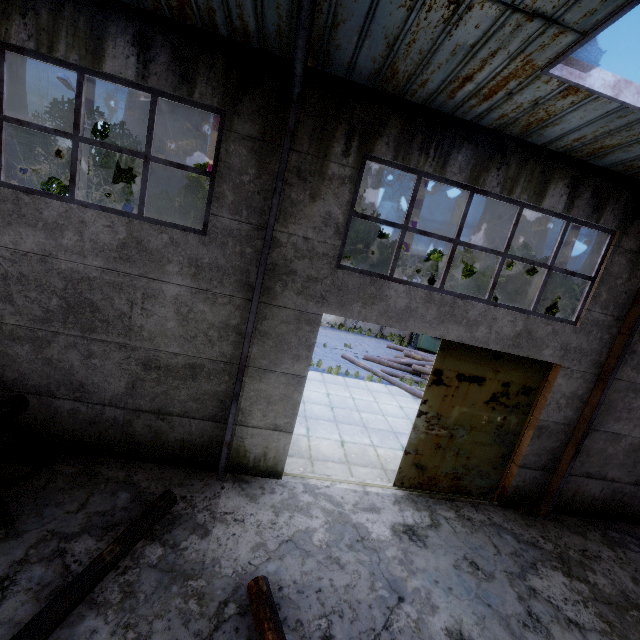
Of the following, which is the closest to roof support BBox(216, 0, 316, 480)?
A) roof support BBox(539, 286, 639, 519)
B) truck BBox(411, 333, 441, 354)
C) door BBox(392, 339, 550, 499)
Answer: door BBox(392, 339, 550, 499)

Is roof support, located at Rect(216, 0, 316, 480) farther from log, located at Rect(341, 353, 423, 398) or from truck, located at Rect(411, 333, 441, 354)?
truck, located at Rect(411, 333, 441, 354)

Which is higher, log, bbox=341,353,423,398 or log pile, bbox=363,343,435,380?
log pile, bbox=363,343,435,380

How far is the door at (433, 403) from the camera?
7.22m

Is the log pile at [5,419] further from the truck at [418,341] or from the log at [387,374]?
the truck at [418,341]

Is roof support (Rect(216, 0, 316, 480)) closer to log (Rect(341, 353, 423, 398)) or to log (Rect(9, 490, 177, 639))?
log (Rect(9, 490, 177, 639))

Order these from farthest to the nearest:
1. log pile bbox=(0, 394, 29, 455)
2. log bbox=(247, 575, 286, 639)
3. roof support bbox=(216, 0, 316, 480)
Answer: log pile bbox=(0, 394, 29, 455), log bbox=(247, 575, 286, 639), roof support bbox=(216, 0, 316, 480)

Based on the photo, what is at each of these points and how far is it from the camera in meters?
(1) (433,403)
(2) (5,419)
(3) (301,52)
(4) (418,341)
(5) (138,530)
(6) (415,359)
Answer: (1) door, 7.3 m
(2) log pile, 5.1 m
(3) roof support, 3.7 m
(4) truck, 21.0 m
(5) log, 5.0 m
(6) log pile, 17.7 m
